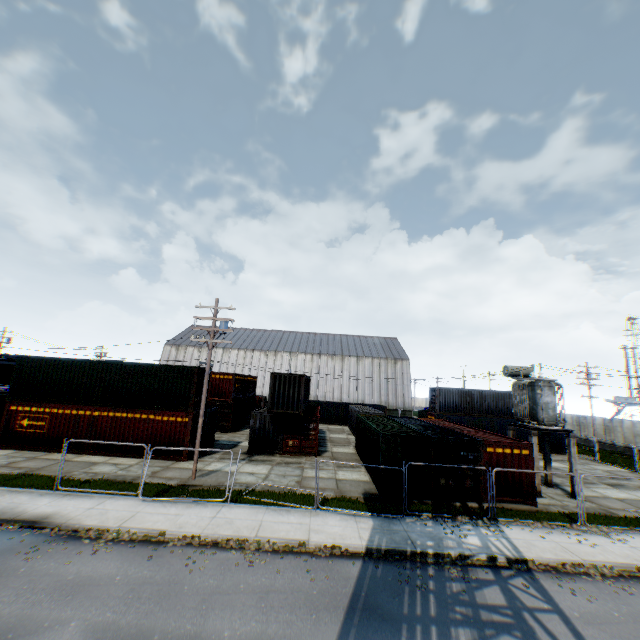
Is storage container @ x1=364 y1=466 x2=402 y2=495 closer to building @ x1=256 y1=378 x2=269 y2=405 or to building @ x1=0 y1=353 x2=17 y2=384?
building @ x1=256 y1=378 x2=269 y2=405

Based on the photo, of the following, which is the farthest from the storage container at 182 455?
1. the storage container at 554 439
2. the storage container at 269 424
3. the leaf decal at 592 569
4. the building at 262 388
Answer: the building at 262 388

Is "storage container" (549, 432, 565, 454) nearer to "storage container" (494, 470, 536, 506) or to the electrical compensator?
"storage container" (494, 470, 536, 506)

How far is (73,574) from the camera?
8.7 meters

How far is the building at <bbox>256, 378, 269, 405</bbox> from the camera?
58.7m

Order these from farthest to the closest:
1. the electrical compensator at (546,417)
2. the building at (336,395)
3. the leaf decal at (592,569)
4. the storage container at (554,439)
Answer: the building at (336,395) < the storage container at (554,439) < the electrical compensator at (546,417) < the leaf decal at (592,569)

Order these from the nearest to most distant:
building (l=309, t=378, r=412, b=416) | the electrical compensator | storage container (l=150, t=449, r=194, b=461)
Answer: the electrical compensator < storage container (l=150, t=449, r=194, b=461) < building (l=309, t=378, r=412, b=416)

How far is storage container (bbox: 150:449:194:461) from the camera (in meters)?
20.27
